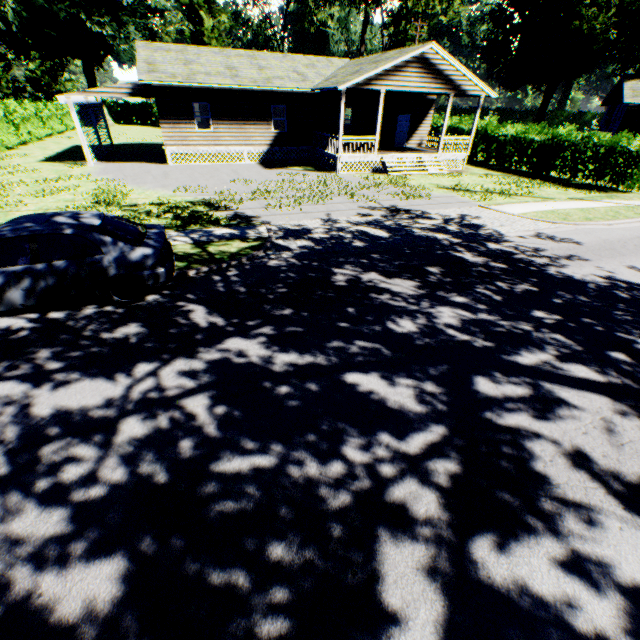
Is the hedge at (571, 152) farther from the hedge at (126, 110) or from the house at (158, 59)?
the hedge at (126, 110)

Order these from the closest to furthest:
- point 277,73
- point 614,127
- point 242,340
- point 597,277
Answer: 1. point 242,340
2. point 597,277
3. point 277,73
4. point 614,127

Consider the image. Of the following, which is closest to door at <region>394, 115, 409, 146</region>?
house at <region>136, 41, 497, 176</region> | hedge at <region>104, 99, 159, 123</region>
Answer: house at <region>136, 41, 497, 176</region>

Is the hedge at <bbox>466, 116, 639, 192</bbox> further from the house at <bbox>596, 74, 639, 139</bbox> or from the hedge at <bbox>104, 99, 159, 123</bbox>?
the hedge at <bbox>104, 99, 159, 123</bbox>

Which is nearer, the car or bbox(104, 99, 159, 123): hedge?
the car

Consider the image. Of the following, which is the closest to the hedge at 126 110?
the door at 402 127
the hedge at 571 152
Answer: the door at 402 127

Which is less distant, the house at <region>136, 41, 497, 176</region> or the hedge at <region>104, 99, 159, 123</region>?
the house at <region>136, 41, 497, 176</region>

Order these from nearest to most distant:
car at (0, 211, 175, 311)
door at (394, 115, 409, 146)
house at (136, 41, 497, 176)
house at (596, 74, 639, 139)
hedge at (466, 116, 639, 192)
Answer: car at (0, 211, 175, 311) → hedge at (466, 116, 639, 192) → house at (136, 41, 497, 176) → door at (394, 115, 409, 146) → house at (596, 74, 639, 139)
